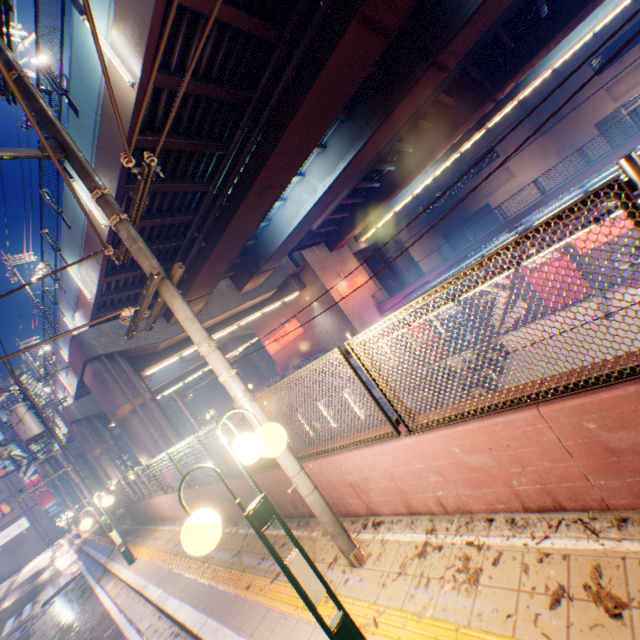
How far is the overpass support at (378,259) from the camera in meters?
38.3 m

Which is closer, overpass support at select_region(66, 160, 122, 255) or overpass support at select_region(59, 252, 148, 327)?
overpass support at select_region(66, 160, 122, 255)

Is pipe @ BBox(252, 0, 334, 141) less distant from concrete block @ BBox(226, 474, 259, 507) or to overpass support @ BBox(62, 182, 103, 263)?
overpass support @ BBox(62, 182, 103, 263)

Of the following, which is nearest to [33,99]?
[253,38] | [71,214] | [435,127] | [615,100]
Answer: [253,38]

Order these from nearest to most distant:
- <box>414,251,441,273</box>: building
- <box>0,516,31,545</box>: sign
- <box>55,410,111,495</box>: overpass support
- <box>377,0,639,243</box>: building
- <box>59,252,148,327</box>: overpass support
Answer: <box>59,252,148,327</box>: overpass support, <box>377,0,639,243</box>: building, <box>55,410,111,495</box>: overpass support, <box>0,516,31,545</box>: sign, <box>414,251,441,273</box>: building

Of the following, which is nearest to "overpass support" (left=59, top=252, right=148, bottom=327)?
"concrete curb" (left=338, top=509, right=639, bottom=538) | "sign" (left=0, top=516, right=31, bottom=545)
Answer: "concrete curb" (left=338, top=509, right=639, bottom=538)

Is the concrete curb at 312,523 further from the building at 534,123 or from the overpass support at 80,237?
the building at 534,123

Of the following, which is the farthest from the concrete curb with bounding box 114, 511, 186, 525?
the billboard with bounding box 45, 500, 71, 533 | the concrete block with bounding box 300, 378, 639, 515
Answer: the billboard with bounding box 45, 500, 71, 533
